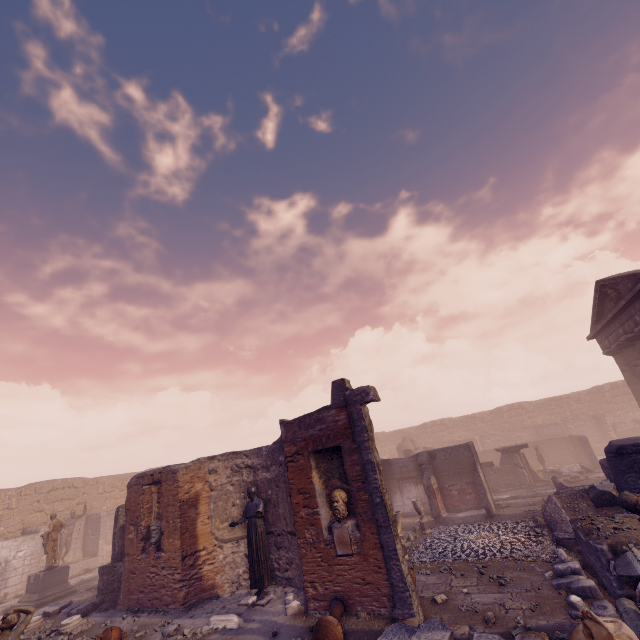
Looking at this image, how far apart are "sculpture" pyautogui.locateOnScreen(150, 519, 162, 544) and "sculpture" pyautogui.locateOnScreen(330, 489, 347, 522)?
6.56m

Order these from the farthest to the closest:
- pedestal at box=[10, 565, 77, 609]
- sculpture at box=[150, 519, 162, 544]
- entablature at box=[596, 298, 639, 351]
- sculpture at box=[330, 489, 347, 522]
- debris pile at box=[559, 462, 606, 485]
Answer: debris pile at box=[559, 462, 606, 485], entablature at box=[596, 298, 639, 351], pedestal at box=[10, 565, 77, 609], sculpture at box=[150, 519, 162, 544], sculpture at box=[330, 489, 347, 522]

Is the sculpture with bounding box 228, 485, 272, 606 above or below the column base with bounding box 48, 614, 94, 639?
above

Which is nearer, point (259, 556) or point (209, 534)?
point (259, 556)

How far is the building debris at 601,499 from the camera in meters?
10.0

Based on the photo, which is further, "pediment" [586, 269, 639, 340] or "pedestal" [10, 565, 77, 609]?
"pediment" [586, 269, 639, 340]

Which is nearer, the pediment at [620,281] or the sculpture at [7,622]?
the sculpture at [7,622]

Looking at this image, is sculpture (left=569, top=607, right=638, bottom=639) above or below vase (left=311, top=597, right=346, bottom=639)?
above
